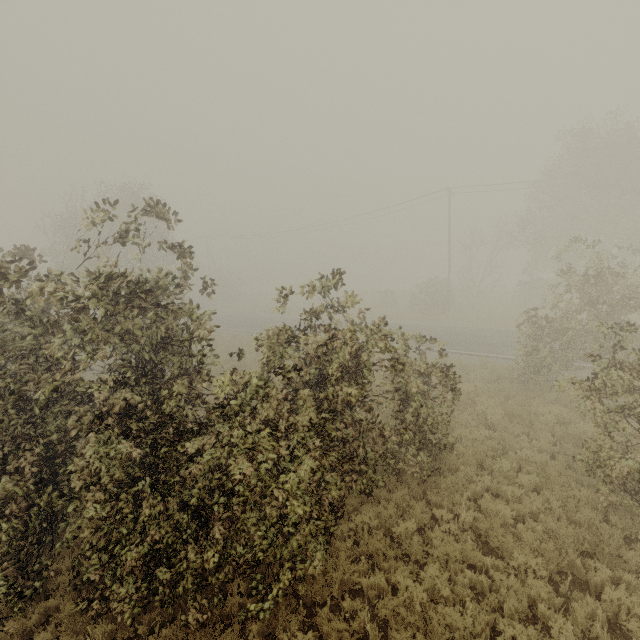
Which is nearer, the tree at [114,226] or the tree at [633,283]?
the tree at [114,226]

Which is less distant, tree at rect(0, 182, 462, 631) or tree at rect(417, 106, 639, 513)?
tree at rect(0, 182, 462, 631)

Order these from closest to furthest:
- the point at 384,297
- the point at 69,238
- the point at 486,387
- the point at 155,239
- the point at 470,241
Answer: the point at 486,387 → the point at 69,238 → the point at 155,239 → the point at 470,241 → the point at 384,297
